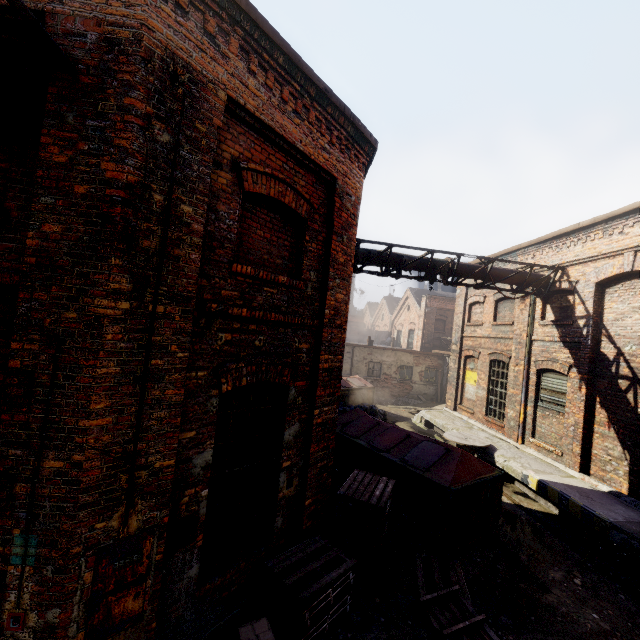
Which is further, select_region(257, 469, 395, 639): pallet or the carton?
select_region(257, 469, 395, 639): pallet

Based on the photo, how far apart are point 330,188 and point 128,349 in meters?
4.1

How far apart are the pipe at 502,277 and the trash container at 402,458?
4.4 meters

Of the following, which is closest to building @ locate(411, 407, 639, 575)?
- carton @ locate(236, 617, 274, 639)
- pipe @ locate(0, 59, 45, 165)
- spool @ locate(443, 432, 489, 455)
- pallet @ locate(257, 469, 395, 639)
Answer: spool @ locate(443, 432, 489, 455)

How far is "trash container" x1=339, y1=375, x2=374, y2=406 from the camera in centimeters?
1697cm

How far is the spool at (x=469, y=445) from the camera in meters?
11.1

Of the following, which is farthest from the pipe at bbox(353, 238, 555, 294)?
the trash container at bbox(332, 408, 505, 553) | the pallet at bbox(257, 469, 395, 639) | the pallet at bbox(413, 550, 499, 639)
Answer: the pallet at bbox(413, 550, 499, 639)

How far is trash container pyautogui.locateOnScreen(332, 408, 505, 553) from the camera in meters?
6.6 m
